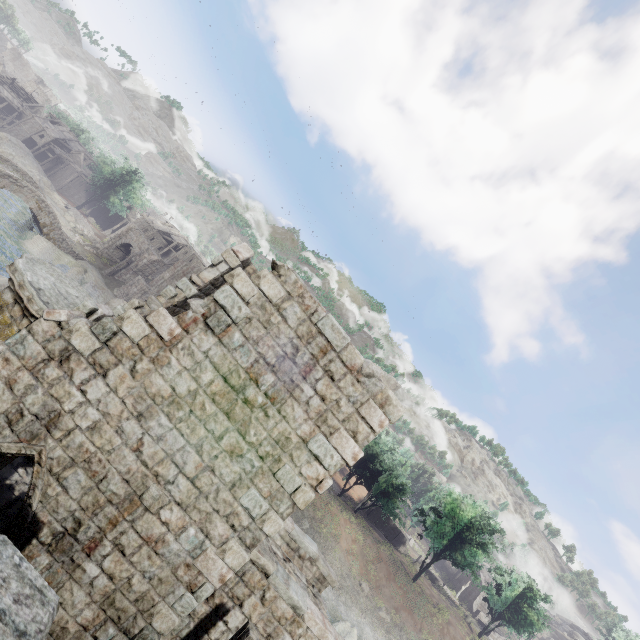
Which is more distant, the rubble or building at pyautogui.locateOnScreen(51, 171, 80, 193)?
building at pyautogui.locateOnScreen(51, 171, 80, 193)

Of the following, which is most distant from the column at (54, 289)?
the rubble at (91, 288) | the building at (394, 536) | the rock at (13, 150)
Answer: the rock at (13, 150)

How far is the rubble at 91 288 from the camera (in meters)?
36.78

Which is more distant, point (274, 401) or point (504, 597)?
point (504, 597)

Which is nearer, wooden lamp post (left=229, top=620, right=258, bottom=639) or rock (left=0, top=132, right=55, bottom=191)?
wooden lamp post (left=229, top=620, right=258, bottom=639)

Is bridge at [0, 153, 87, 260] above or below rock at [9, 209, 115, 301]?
above

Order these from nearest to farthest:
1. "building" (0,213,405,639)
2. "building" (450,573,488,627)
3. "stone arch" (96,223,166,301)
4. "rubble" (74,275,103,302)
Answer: "building" (0,213,405,639)
"rubble" (74,275,103,302)
"stone arch" (96,223,166,301)
"building" (450,573,488,627)

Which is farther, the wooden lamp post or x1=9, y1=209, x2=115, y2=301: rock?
x1=9, y1=209, x2=115, y2=301: rock
